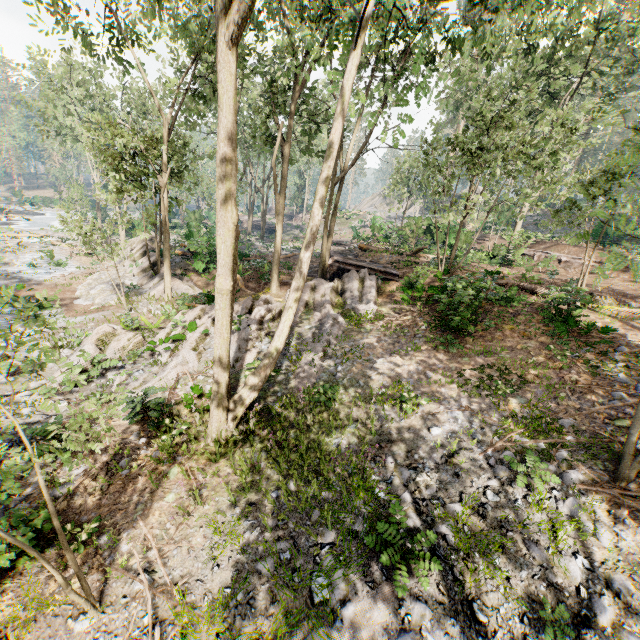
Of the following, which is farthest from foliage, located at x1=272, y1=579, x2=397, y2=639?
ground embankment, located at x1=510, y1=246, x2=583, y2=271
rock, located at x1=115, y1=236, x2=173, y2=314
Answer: ground embankment, located at x1=510, y1=246, x2=583, y2=271

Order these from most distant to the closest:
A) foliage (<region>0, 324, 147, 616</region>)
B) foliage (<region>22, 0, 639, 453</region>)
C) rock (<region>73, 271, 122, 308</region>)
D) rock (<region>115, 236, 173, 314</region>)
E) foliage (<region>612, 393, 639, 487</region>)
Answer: rock (<region>73, 271, 122, 308</region>)
rock (<region>115, 236, 173, 314</region>)
foliage (<region>22, 0, 639, 453</region>)
foliage (<region>612, 393, 639, 487</region>)
foliage (<region>0, 324, 147, 616</region>)

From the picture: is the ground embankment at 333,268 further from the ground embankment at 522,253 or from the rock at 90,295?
the ground embankment at 522,253

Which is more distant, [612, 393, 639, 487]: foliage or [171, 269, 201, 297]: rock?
[171, 269, 201, 297]: rock

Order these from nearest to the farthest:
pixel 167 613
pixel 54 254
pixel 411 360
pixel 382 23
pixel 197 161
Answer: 1. pixel 167 613
2. pixel 411 360
3. pixel 382 23
4. pixel 197 161
5. pixel 54 254

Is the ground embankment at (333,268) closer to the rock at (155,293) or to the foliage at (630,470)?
the foliage at (630,470)

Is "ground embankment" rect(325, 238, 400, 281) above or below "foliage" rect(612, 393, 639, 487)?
above

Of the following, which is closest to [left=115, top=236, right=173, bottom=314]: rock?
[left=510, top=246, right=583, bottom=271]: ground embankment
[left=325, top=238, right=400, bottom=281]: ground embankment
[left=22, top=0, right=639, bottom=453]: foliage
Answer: [left=22, top=0, right=639, bottom=453]: foliage
